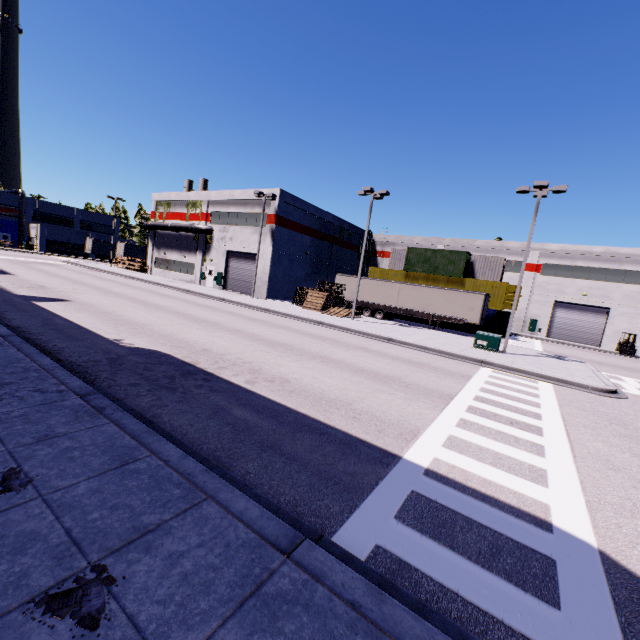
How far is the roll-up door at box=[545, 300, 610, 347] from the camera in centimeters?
3559cm

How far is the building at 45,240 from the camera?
58.67m

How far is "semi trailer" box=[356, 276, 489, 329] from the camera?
28.0 meters

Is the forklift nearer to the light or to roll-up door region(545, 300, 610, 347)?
roll-up door region(545, 300, 610, 347)

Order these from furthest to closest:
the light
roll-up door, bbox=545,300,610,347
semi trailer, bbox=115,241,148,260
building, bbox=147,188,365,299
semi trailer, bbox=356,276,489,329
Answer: semi trailer, bbox=115,241,148,260, roll-up door, bbox=545,300,610,347, building, bbox=147,188,365,299, semi trailer, bbox=356,276,489,329, the light

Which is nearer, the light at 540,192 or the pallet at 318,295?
the light at 540,192

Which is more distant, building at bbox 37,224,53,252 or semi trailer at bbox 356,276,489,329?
building at bbox 37,224,53,252

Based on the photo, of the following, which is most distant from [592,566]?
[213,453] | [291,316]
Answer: [291,316]
